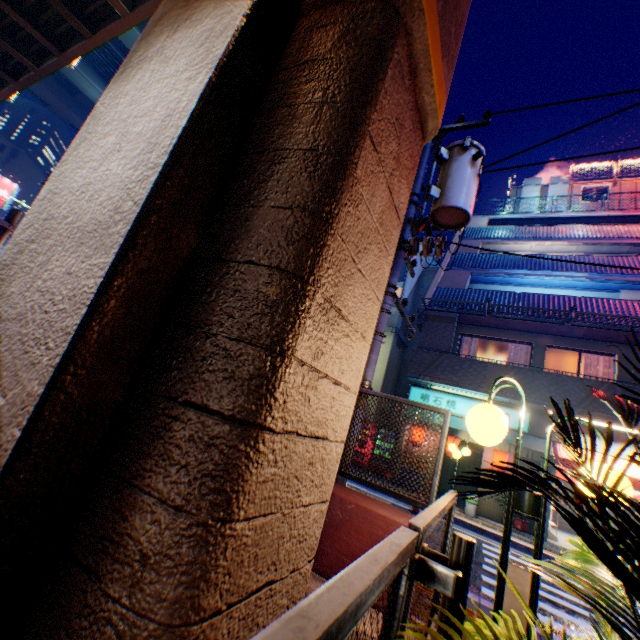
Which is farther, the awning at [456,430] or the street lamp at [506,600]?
the awning at [456,430]

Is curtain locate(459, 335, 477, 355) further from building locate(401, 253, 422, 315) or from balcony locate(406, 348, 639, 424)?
building locate(401, 253, 422, 315)

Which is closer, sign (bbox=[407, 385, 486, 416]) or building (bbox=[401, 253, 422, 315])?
sign (bbox=[407, 385, 486, 416])

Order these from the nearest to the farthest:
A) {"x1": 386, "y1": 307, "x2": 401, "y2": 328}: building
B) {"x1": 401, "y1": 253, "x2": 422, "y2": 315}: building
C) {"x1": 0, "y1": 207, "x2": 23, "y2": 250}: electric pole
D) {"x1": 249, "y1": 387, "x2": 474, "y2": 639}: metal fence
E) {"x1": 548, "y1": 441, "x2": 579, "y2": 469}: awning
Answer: {"x1": 249, "y1": 387, "x2": 474, "y2": 639}: metal fence, {"x1": 0, "y1": 207, "x2": 23, "y2": 250}: electric pole, {"x1": 548, "y1": 441, "x2": 579, "y2": 469}: awning, {"x1": 386, "y1": 307, "x2": 401, "y2": 328}: building, {"x1": 401, "y1": 253, "x2": 422, "y2": 315}: building

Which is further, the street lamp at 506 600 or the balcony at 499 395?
the balcony at 499 395

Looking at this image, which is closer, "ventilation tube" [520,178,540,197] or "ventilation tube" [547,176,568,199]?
"ventilation tube" [547,176,568,199]

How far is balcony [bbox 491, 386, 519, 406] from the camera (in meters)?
11.34

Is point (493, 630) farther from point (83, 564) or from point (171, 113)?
point (171, 113)
